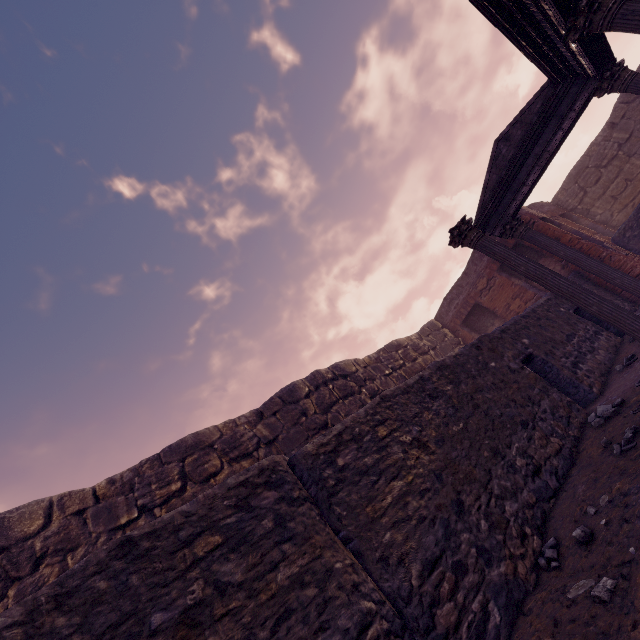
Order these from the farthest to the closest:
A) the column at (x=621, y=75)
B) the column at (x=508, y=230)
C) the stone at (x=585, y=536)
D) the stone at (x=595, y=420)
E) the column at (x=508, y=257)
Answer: the column at (x=508, y=230) < the column at (x=621, y=75) < the column at (x=508, y=257) < the stone at (x=595, y=420) < the stone at (x=585, y=536)

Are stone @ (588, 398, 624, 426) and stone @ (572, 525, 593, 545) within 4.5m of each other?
yes

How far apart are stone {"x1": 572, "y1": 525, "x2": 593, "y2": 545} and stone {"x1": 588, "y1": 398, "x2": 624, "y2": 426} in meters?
1.9

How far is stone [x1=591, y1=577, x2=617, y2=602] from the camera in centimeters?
177cm

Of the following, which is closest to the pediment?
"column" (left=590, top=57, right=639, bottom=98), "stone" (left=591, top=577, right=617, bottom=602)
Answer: "column" (left=590, top=57, right=639, bottom=98)

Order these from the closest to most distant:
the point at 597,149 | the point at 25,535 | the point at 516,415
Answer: the point at 516,415
the point at 25,535
the point at 597,149

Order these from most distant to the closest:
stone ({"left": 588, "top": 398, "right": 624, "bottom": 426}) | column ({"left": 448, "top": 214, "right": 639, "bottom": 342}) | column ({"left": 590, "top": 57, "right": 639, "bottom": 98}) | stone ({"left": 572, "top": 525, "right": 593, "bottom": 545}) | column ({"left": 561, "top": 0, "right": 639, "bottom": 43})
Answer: column ({"left": 590, "top": 57, "right": 639, "bottom": 98}), column ({"left": 448, "top": 214, "right": 639, "bottom": 342}), column ({"left": 561, "top": 0, "right": 639, "bottom": 43}), stone ({"left": 588, "top": 398, "right": 624, "bottom": 426}), stone ({"left": 572, "top": 525, "right": 593, "bottom": 545})

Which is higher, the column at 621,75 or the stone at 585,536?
the column at 621,75
